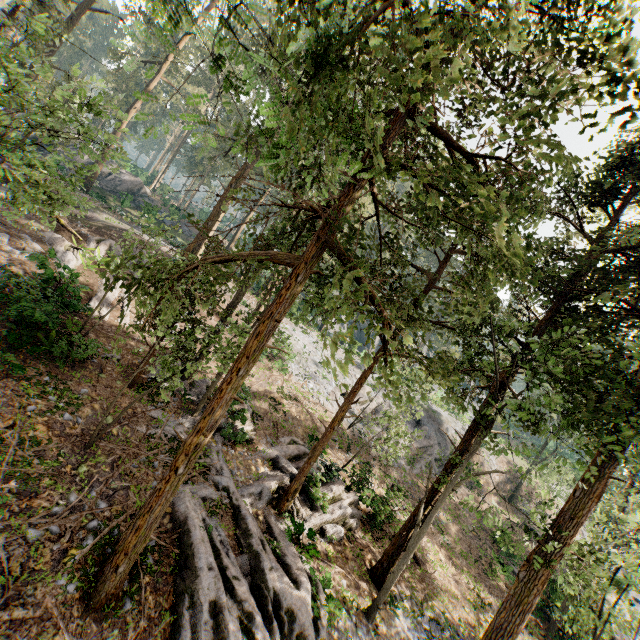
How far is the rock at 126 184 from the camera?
40.2 meters

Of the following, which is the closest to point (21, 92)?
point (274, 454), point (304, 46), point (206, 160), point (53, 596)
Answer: point (304, 46)

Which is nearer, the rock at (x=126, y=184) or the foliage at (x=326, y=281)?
the foliage at (x=326, y=281)

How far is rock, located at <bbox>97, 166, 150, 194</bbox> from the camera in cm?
4016

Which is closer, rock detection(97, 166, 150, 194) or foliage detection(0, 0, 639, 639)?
foliage detection(0, 0, 639, 639)
